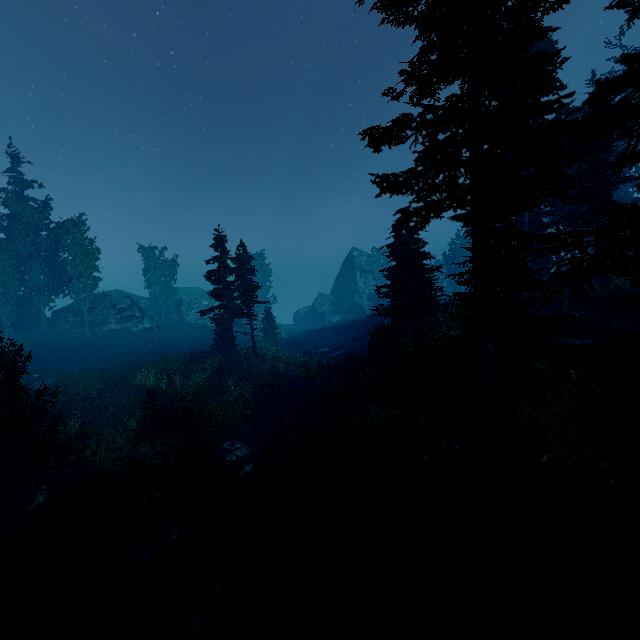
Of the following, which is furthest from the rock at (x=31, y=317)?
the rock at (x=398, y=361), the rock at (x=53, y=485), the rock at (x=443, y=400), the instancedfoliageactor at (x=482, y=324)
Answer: the rock at (x=398, y=361)

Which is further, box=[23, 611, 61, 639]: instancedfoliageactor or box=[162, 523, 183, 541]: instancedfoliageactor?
box=[162, 523, 183, 541]: instancedfoliageactor

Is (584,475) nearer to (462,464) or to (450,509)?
(462,464)

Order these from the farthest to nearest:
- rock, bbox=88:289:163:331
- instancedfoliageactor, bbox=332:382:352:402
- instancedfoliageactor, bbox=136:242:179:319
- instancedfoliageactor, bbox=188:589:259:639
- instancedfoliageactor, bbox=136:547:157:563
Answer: instancedfoliageactor, bbox=136:242:179:319, rock, bbox=88:289:163:331, instancedfoliageactor, bbox=332:382:352:402, instancedfoliageactor, bbox=136:547:157:563, instancedfoliageactor, bbox=188:589:259:639

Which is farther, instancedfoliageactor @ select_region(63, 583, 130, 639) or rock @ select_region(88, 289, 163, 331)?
rock @ select_region(88, 289, 163, 331)

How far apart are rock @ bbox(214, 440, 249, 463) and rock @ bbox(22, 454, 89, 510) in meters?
4.8 m

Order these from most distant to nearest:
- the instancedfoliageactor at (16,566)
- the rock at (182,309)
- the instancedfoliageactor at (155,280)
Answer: the rock at (182,309), the instancedfoliageactor at (155,280), the instancedfoliageactor at (16,566)
